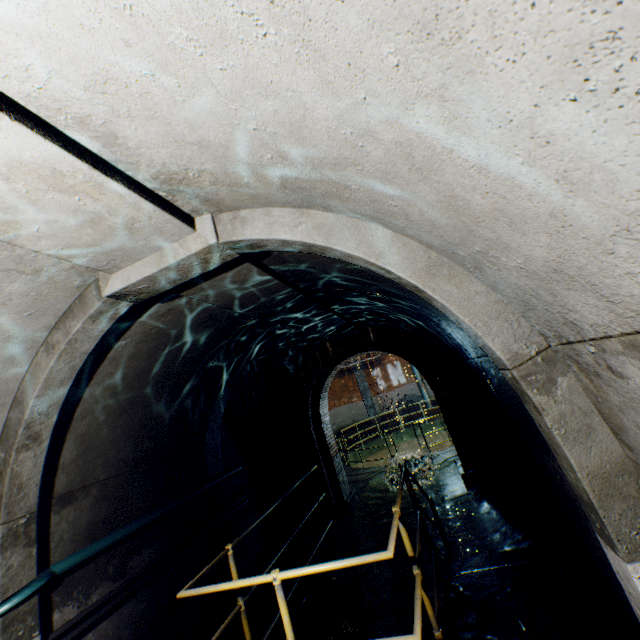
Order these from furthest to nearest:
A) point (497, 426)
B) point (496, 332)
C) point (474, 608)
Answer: point (497, 426), point (474, 608), point (496, 332)

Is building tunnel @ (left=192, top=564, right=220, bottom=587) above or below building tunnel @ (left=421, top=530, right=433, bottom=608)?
above

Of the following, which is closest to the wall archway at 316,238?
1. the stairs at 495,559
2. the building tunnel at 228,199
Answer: the building tunnel at 228,199

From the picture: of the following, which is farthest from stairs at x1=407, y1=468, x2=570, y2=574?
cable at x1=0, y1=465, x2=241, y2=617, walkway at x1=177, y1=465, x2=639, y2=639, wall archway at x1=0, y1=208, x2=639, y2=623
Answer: cable at x1=0, y1=465, x2=241, y2=617

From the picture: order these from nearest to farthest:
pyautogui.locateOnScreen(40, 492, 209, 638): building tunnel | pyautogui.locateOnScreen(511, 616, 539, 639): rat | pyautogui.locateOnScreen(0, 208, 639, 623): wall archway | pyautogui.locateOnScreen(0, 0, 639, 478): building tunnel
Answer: pyautogui.locateOnScreen(0, 0, 639, 478): building tunnel < pyautogui.locateOnScreen(0, 208, 639, 623): wall archway < pyautogui.locateOnScreen(511, 616, 539, 639): rat < pyautogui.locateOnScreen(40, 492, 209, 638): building tunnel

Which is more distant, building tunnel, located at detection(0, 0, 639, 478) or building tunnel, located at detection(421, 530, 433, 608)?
building tunnel, located at detection(421, 530, 433, 608)

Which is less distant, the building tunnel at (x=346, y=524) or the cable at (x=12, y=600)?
the cable at (x=12, y=600)

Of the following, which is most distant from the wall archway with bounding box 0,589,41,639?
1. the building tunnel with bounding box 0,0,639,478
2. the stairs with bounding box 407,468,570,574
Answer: the stairs with bounding box 407,468,570,574
